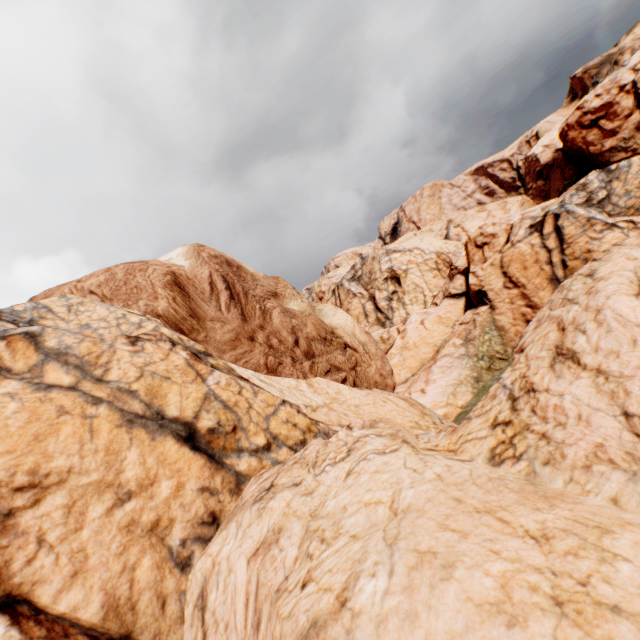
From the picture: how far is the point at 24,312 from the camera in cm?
756
